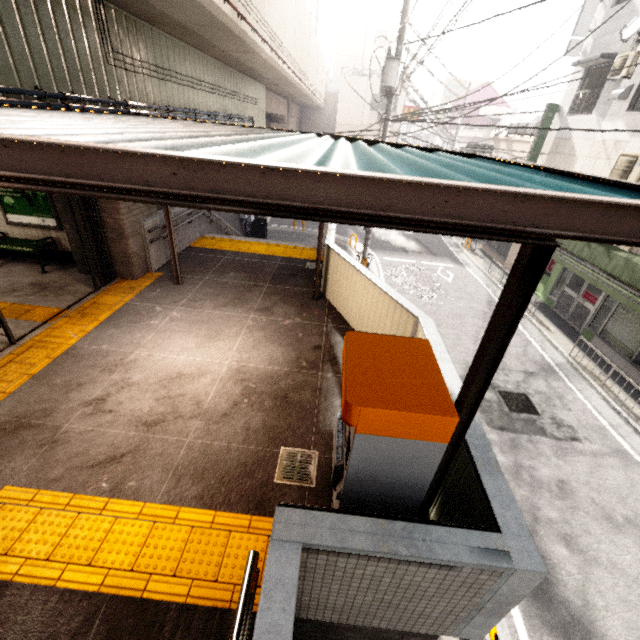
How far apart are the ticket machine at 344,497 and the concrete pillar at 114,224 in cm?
618

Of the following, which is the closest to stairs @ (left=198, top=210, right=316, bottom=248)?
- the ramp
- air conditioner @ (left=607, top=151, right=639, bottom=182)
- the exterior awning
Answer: the exterior awning

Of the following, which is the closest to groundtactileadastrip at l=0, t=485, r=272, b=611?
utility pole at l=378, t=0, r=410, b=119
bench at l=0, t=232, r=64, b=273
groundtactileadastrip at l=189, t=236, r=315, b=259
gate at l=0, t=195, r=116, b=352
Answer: gate at l=0, t=195, r=116, b=352

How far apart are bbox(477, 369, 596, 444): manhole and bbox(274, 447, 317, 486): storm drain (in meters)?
5.48

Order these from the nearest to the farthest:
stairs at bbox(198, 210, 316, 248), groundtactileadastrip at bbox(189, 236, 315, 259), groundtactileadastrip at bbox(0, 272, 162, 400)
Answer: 1. groundtactileadastrip at bbox(0, 272, 162, 400)
2. groundtactileadastrip at bbox(189, 236, 315, 259)
3. stairs at bbox(198, 210, 316, 248)

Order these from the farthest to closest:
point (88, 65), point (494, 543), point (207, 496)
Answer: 1. point (88, 65)
2. point (207, 496)
3. point (494, 543)

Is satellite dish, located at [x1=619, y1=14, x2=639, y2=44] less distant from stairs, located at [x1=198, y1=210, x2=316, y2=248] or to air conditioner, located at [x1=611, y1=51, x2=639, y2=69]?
air conditioner, located at [x1=611, y1=51, x2=639, y2=69]

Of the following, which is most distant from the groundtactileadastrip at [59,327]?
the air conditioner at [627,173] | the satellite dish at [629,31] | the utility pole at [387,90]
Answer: the satellite dish at [629,31]
